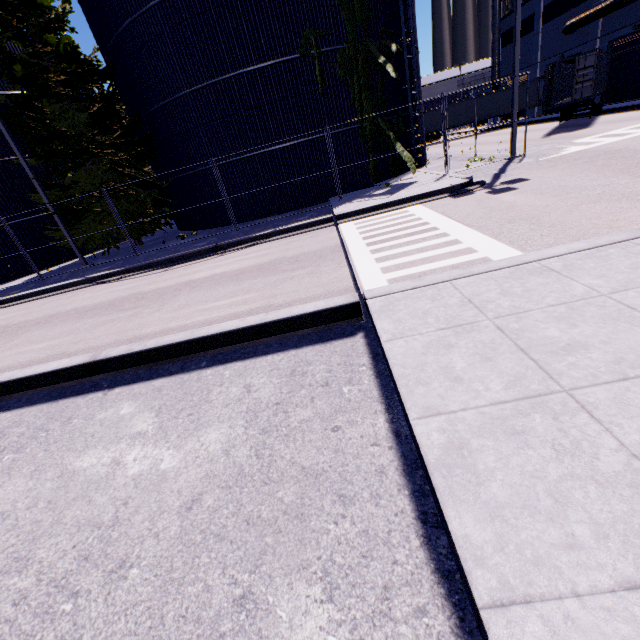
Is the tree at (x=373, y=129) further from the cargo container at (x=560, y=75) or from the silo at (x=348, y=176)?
the cargo container at (x=560, y=75)

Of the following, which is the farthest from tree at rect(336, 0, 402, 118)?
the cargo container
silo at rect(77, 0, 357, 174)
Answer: the cargo container

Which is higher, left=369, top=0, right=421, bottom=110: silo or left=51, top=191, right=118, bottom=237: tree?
left=369, top=0, right=421, bottom=110: silo

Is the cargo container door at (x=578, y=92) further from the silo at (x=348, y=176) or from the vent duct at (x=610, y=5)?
the vent duct at (x=610, y=5)

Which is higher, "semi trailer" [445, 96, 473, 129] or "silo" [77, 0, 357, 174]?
"silo" [77, 0, 357, 174]

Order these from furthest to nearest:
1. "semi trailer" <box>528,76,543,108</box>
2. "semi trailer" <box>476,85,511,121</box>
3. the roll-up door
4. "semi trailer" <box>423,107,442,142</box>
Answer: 1. "semi trailer" <box>423,107,442,142</box>
2. "semi trailer" <box>476,85,511,121</box>
3. "semi trailer" <box>528,76,543,108</box>
4. the roll-up door

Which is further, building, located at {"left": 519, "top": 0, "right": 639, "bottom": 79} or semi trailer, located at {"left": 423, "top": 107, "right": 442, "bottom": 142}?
semi trailer, located at {"left": 423, "top": 107, "right": 442, "bottom": 142}

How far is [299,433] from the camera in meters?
3.5 m
